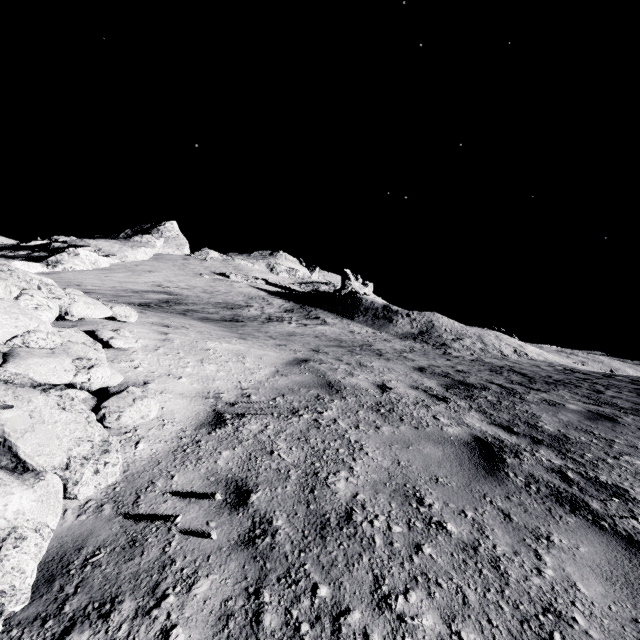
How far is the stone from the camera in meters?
4.1

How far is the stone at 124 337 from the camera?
4.1m

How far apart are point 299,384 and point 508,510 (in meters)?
3.33
